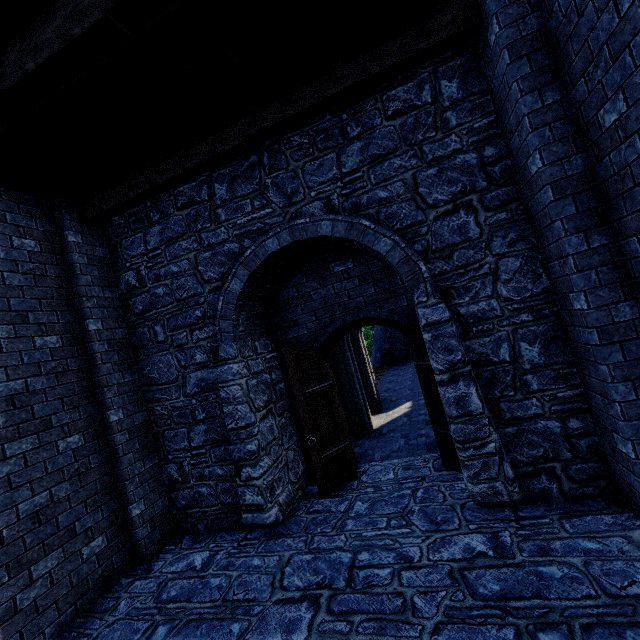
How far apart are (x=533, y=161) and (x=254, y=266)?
3.68m
